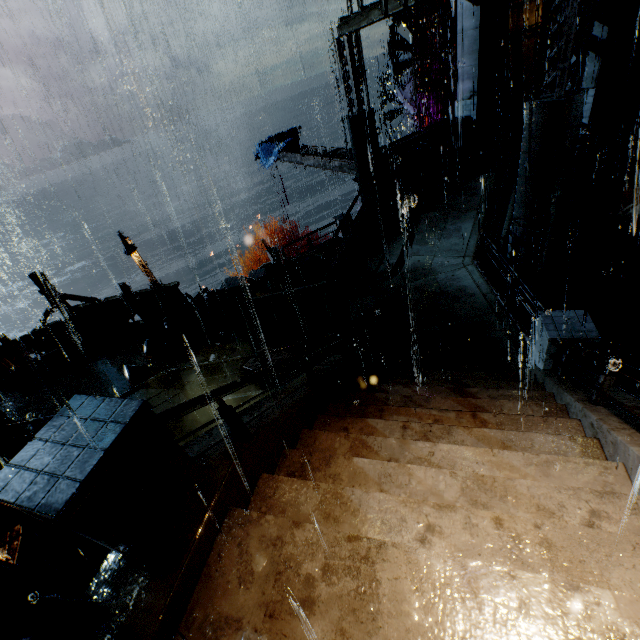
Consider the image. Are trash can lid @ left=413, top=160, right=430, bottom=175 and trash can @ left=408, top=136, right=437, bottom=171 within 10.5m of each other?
yes

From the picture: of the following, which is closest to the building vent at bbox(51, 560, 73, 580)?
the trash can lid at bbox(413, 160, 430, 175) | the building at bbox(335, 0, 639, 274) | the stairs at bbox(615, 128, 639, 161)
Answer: the building at bbox(335, 0, 639, 274)

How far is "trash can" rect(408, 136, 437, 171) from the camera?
14.58m

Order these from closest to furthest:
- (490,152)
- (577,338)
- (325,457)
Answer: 1. (325,457)
2. (577,338)
3. (490,152)

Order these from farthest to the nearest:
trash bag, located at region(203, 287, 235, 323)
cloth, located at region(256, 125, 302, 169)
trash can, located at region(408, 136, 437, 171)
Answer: cloth, located at region(256, 125, 302, 169) → trash can, located at region(408, 136, 437, 171) → trash bag, located at region(203, 287, 235, 323)

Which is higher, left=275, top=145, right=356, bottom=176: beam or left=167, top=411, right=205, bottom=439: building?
left=275, top=145, right=356, bottom=176: beam

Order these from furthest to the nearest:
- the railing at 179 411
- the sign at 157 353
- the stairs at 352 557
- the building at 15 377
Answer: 1. the building at 15 377
2. the sign at 157 353
3. the railing at 179 411
4. the stairs at 352 557

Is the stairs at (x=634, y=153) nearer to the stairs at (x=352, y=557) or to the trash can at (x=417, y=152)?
the trash can at (x=417, y=152)
